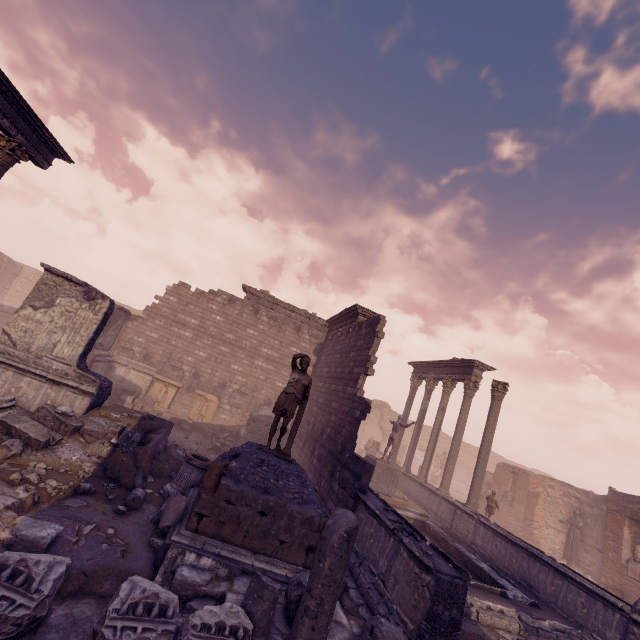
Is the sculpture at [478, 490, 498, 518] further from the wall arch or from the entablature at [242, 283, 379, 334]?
the wall arch

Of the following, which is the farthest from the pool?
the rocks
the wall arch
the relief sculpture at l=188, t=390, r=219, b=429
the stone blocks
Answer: the wall arch

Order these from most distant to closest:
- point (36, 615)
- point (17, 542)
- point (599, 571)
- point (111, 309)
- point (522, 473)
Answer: point (522, 473), point (599, 571), point (111, 309), point (17, 542), point (36, 615)

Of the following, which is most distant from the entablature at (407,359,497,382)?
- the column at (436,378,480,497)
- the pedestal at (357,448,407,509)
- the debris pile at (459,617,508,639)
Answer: the debris pile at (459,617,508,639)

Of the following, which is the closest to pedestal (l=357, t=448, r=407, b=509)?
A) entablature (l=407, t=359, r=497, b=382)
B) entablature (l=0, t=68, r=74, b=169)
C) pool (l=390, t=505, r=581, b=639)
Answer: pool (l=390, t=505, r=581, b=639)

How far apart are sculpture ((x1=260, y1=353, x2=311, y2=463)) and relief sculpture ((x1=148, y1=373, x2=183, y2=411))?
11.3m

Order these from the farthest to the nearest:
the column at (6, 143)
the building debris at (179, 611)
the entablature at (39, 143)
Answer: the column at (6, 143), the entablature at (39, 143), the building debris at (179, 611)

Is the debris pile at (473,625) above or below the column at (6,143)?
below
